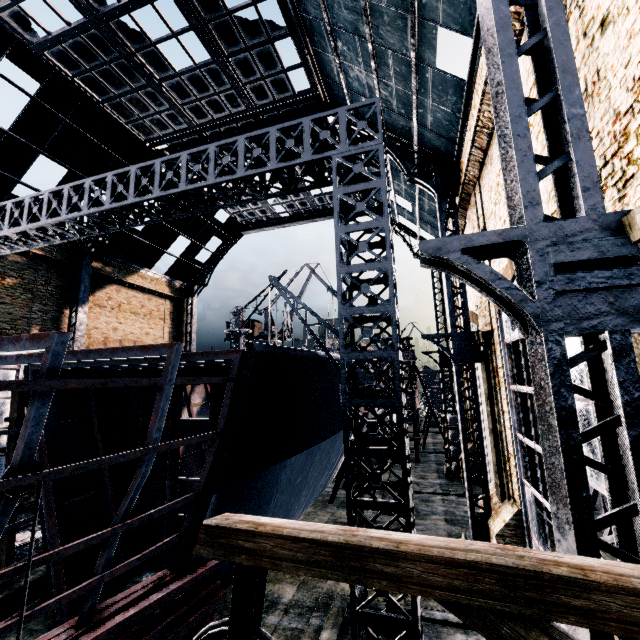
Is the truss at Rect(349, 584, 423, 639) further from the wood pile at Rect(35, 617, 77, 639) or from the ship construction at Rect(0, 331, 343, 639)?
the wood pile at Rect(35, 617, 77, 639)

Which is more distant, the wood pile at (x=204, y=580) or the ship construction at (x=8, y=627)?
the wood pile at (x=204, y=580)

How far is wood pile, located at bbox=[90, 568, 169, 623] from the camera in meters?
8.4 m

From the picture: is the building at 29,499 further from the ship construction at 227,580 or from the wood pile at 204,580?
the wood pile at 204,580

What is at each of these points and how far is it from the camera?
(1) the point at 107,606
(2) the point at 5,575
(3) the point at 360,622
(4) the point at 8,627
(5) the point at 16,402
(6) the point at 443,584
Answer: (1) wood pile, 8.61m
(2) ship construction, 6.08m
(3) truss, 7.70m
(4) ship construction, 6.38m
(5) wooden scaffolding, 13.10m
(6) pulley, 2.88m

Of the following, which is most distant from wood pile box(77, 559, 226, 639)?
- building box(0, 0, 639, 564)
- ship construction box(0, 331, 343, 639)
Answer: building box(0, 0, 639, 564)

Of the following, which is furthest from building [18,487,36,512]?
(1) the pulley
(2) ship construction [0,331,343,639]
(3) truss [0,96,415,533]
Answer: (2) ship construction [0,331,343,639]

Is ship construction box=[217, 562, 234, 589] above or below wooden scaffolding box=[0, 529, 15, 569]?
below
